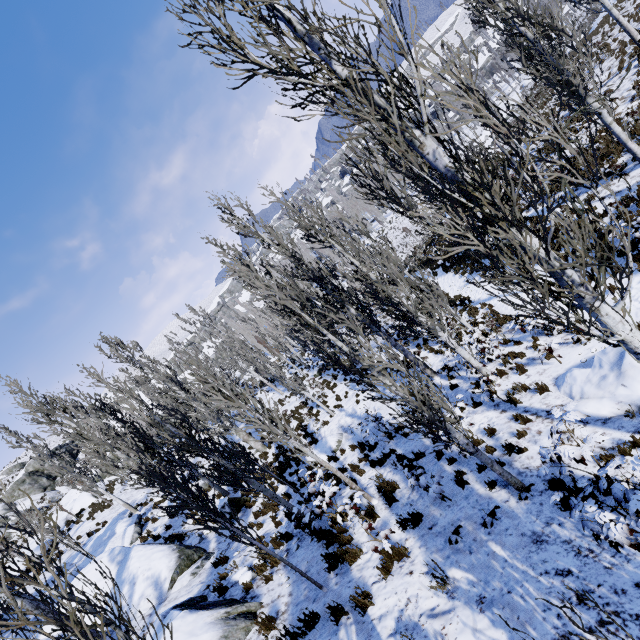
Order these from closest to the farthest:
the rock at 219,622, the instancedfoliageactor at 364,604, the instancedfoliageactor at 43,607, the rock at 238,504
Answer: the instancedfoliageactor at 43,607, the instancedfoliageactor at 364,604, the rock at 219,622, the rock at 238,504

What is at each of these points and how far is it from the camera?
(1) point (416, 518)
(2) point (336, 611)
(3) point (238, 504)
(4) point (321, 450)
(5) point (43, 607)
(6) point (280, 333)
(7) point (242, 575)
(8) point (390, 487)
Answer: (1) instancedfoliageactor, 7.0m
(2) instancedfoliageactor, 5.7m
(3) rock, 14.5m
(4) rock, 14.8m
(5) instancedfoliageactor, 8.6m
(6) instancedfoliageactor, 47.8m
(7) rock, 8.6m
(8) instancedfoliageactor, 9.1m

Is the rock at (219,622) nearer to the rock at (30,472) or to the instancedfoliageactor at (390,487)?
the instancedfoliageactor at (390,487)

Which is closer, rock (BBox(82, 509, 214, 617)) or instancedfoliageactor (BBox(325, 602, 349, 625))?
instancedfoliageactor (BBox(325, 602, 349, 625))

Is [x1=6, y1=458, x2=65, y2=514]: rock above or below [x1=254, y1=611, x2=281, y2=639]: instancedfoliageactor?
above

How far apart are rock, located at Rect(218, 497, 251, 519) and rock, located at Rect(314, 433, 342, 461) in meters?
3.4 m

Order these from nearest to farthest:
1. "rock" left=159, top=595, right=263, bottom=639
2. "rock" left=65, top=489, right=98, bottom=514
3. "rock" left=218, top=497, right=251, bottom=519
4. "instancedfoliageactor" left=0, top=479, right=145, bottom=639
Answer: "instancedfoliageactor" left=0, top=479, right=145, bottom=639 → "rock" left=159, top=595, right=263, bottom=639 → "rock" left=218, top=497, right=251, bottom=519 → "rock" left=65, top=489, right=98, bottom=514
